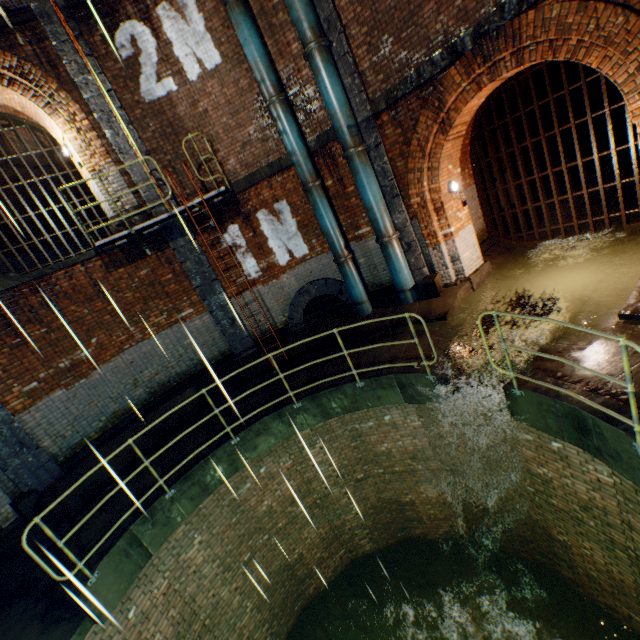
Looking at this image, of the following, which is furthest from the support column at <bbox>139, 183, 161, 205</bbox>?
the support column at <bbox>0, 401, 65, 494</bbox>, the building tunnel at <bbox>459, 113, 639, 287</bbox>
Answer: the building tunnel at <bbox>459, 113, 639, 287</bbox>

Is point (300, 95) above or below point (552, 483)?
above

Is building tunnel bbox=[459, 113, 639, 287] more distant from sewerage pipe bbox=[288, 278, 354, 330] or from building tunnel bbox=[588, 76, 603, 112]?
building tunnel bbox=[588, 76, 603, 112]

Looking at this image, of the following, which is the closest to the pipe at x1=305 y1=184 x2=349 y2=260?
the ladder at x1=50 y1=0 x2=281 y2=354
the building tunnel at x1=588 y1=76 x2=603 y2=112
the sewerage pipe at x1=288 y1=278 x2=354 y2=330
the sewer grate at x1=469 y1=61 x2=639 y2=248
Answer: the sewerage pipe at x1=288 y1=278 x2=354 y2=330

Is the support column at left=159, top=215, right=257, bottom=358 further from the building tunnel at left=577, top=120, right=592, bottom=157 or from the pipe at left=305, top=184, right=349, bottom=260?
the building tunnel at left=577, top=120, right=592, bottom=157

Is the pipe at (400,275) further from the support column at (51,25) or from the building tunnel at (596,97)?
the building tunnel at (596,97)

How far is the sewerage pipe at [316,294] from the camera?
9.2 meters

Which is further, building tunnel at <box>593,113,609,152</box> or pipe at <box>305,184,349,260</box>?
building tunnel at <box>593,113,609,152</box>
